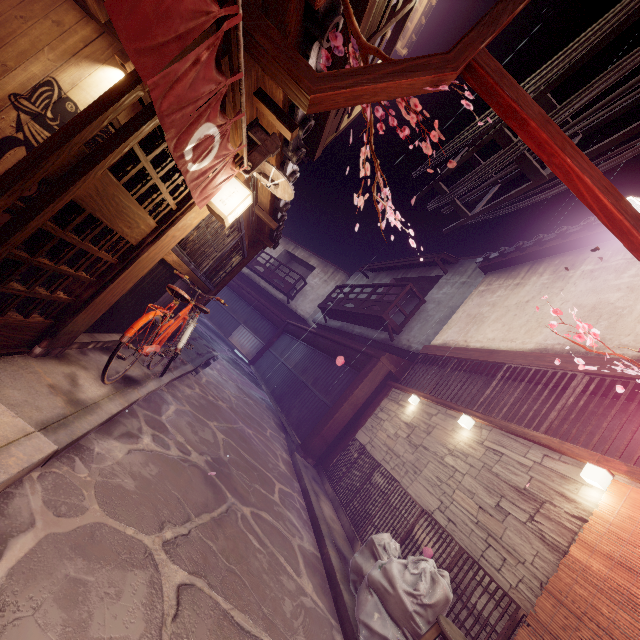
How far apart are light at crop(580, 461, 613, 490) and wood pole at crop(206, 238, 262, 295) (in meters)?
12.52

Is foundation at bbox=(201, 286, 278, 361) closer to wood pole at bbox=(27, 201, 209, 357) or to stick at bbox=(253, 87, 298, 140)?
wood pole at bbox=(27, 201, 209, 357)

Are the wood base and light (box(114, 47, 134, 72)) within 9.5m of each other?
yes

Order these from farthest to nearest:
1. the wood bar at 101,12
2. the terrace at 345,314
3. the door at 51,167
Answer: the terrace at 345,314 → the wood bar at 101,12 → the door at 51,167

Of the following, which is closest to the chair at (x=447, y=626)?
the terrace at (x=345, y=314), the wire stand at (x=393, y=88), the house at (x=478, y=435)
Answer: the house at (x=478, y=435)

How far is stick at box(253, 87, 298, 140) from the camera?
5.4m

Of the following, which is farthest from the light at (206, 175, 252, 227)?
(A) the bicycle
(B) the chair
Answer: (B) the chair

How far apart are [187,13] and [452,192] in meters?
12.9
